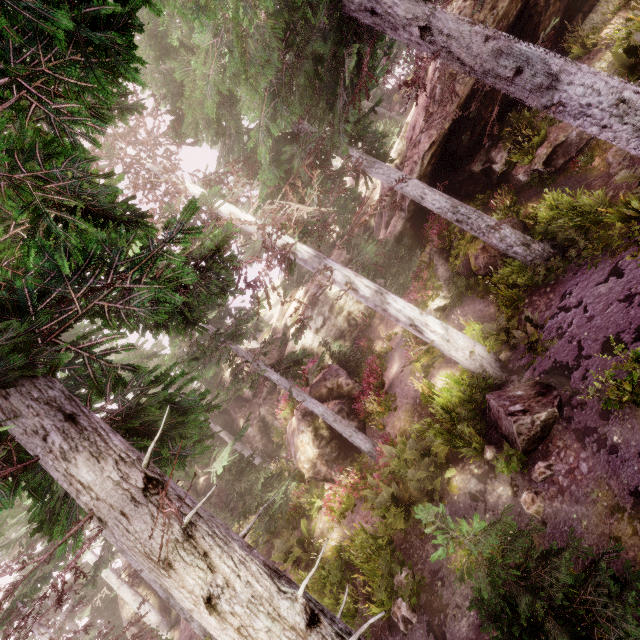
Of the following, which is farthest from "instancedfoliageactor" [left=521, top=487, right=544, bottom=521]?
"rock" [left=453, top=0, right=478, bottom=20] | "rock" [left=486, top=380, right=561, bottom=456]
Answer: "rock" [left=486, top=380, right=561, bottom=456]

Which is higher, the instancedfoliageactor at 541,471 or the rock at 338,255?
the rock at 338,255

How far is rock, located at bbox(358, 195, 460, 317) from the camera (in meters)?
15.89

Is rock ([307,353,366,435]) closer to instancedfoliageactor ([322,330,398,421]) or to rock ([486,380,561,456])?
instancedfoliageactor ([322,330,398,421])

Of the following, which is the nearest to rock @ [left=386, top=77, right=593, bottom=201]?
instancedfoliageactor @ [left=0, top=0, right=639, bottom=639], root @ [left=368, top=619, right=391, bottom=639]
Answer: instancedfoliageactor @ [left=0, top=0, right=639, bottom=639]

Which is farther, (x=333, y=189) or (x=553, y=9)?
(x=553, y=9)

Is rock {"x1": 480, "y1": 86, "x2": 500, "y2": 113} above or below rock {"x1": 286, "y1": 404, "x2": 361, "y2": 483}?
above

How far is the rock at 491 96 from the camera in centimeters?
1374cm
